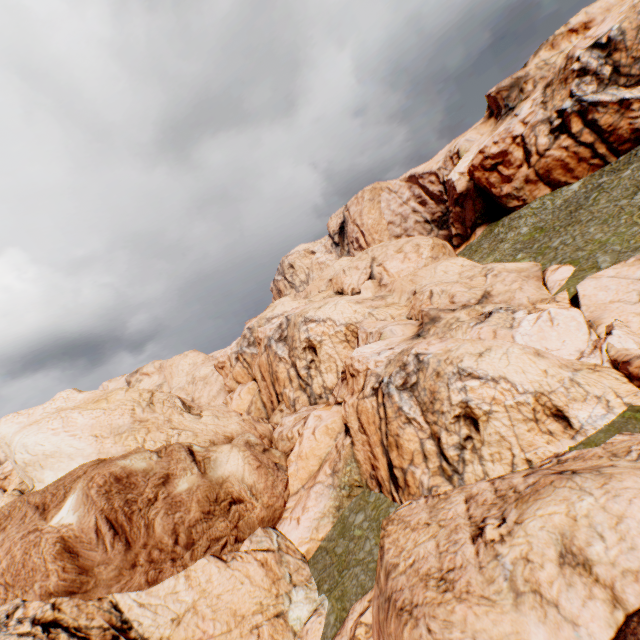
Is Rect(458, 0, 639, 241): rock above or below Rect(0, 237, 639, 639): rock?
above

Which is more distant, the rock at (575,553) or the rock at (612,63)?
the rock at (612,63)

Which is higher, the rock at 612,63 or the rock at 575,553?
the rock at 612,63

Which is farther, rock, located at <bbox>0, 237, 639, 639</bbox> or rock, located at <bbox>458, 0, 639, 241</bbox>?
rock, located at <bbox>458, 0, 639, 241</bbox>

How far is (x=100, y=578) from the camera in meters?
16.9 m
